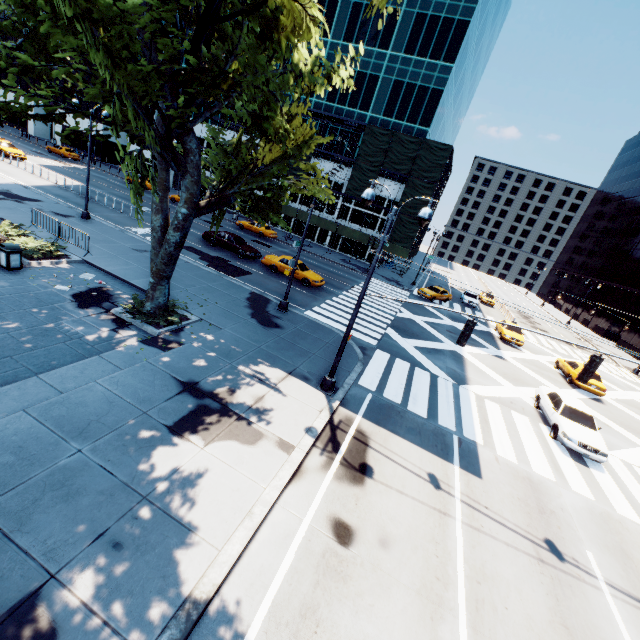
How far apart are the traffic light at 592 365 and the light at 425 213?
5.9m

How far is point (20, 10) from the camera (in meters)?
8.55

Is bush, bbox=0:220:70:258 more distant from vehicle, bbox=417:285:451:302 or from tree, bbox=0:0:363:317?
vehicle, bbox=417:285:451:302

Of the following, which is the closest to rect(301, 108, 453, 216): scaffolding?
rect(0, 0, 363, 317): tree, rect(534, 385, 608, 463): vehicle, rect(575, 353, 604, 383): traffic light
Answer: rect(0, 0, 363, 317): tree

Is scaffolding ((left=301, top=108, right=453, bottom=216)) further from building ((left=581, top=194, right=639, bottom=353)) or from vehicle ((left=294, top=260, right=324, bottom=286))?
building ((left=581, top=194, right=639, bottom=353))

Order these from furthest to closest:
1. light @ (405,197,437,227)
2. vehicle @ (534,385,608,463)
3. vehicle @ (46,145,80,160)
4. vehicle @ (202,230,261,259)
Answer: vehicle @ (46,145,80,160) → vehicle @ (202,230,261,259) → vehicle @ (534,385,608,463) → light @ (405,197,437,227)

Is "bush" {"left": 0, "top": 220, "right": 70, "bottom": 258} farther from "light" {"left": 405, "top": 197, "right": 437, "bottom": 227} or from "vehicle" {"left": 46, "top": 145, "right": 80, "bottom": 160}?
"vehicle" {"left": 46, "top": 145, "right": 80, "bottom": 160}

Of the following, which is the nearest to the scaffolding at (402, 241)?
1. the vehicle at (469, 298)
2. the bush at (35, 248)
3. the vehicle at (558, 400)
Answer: the vehicle at (469, 298)
